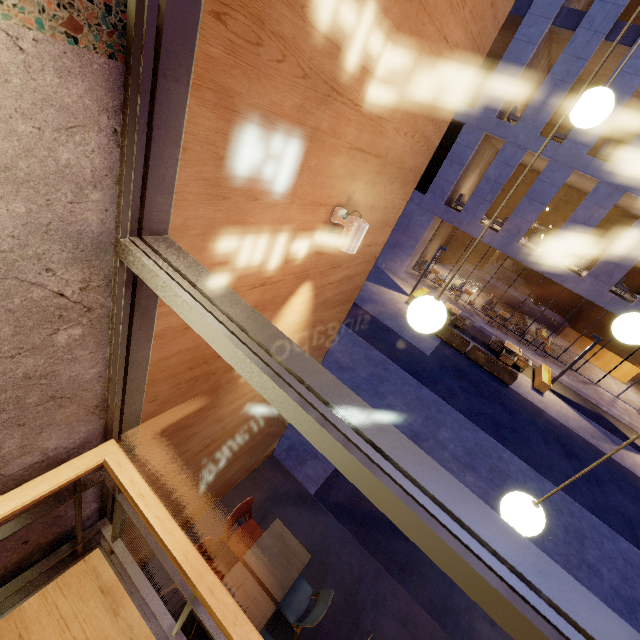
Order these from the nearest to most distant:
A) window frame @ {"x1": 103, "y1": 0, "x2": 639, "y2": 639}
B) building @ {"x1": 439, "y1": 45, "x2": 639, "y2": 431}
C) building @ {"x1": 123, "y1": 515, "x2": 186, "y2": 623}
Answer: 1. window frame @ {"x1": 103, "y1": 0, "x2": 639, "y2": 639}
2. building @ {"x1": 123, "y1": 515, "x2": 186, "y2": 623}
3. building @ {"x1": 439, "y1": 45, "x2": 639, "y2": 431}

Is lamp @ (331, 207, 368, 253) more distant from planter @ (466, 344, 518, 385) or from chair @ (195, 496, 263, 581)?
planter @ (466, 344, 518, 385)

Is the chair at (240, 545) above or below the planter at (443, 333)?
above

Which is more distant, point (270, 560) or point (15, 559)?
point (270, 560)

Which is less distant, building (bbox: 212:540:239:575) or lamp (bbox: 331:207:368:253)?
lamp (bbox: 331:207:368:253)

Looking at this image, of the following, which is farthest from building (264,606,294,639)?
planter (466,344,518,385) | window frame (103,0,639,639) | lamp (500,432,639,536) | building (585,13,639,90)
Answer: building (585,13,639,90)

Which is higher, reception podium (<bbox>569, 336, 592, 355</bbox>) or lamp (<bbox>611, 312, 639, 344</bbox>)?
lamp (<bbox>611, 312, 639, 344</bbox>)

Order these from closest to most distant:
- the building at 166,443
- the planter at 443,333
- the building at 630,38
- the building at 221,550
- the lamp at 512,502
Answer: the lamp at 512,502, the building at 166,443, the building at 221,550, the building at 630,38, the planter at 443,333
